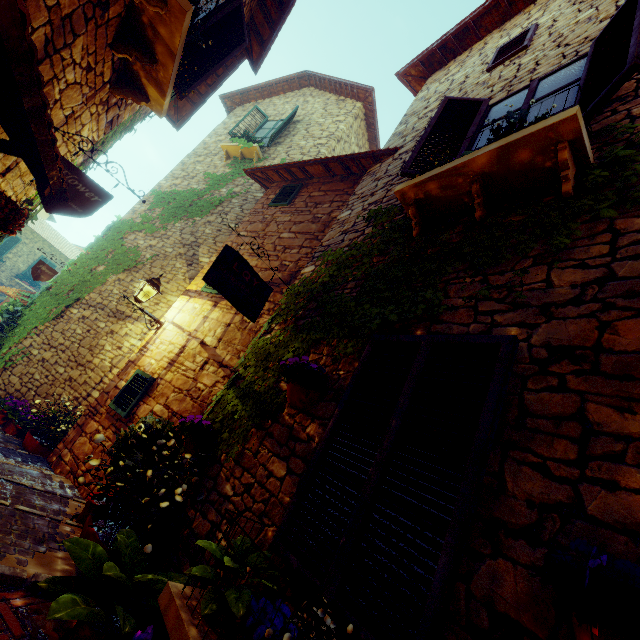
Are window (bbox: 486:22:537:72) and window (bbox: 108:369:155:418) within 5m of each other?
no

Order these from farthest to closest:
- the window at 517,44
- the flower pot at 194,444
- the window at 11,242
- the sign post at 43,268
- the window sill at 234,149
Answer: the window at 11,242 < the window sill at 234,149 < the sign post at 43,268 < the window at 517,44 < the flower pot at 194,444

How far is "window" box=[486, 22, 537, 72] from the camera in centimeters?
462cm

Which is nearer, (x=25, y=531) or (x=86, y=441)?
(x=25, y=531)

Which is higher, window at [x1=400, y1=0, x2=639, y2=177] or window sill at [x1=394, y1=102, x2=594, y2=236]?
window at [x1=400, y1=0, x2=639, y2=177]

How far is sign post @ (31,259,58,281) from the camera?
8.1m

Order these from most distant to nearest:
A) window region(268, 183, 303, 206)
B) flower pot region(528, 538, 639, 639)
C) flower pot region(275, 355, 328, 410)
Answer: window region(268, 183, 303, 206)
flower pot region(275, 355, 328, 410)
flower pot region(528, 538, 639, 639)

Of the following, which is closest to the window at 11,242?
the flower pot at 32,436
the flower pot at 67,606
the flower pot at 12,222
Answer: the flower pot at 32,436
